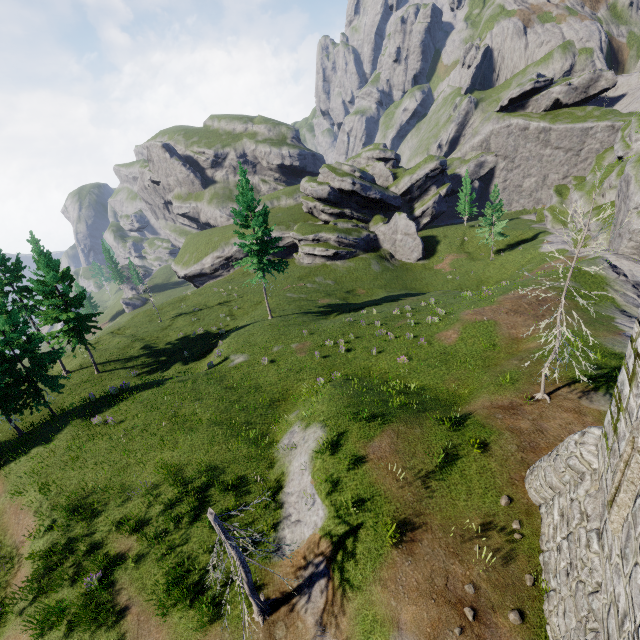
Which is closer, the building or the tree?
the building

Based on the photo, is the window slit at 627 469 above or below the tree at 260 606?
above

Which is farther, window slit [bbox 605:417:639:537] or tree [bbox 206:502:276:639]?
tree [bbox 206:502:276:639]

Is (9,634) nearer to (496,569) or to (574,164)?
(496,569)

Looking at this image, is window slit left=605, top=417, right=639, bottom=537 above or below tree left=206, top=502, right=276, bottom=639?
above

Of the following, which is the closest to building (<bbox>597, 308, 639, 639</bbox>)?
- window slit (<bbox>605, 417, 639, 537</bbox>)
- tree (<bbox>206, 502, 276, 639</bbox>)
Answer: window slit (<bbox>605, 417, 639, 537</bbox>)

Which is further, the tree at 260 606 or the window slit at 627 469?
the tree at 260 606
